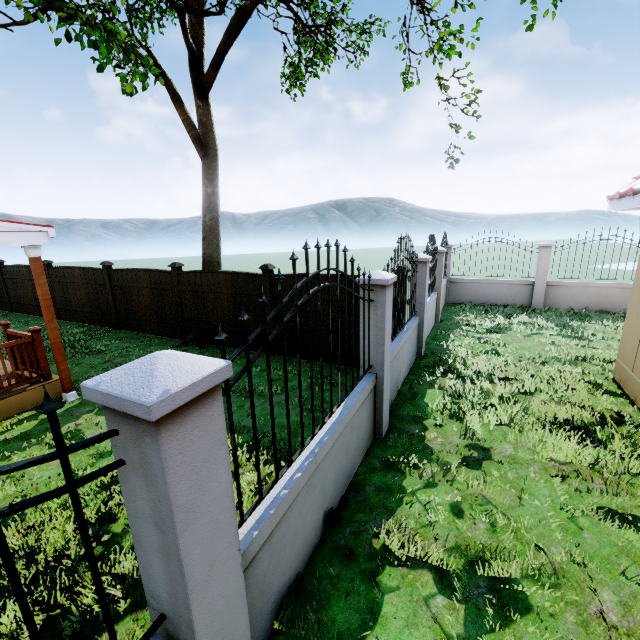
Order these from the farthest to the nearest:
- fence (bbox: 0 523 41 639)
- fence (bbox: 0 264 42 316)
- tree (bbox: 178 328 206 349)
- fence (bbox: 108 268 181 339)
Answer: fence (bbox: 0 264 42 316)
fence (bbox: 108 268 181 339)
tree (bbox: 178 328 206 349)
fence (bbox: 0 523 41 639)

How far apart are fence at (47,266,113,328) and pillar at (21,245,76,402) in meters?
5.2

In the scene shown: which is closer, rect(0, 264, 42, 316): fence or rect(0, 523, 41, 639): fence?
rect(0, 523, 41, 639): fence

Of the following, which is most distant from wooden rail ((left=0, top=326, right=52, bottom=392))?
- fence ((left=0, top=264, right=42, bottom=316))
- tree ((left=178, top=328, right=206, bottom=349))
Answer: fence ((left=0, top=264, right=42, bottom=316))

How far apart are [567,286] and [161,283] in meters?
13.6

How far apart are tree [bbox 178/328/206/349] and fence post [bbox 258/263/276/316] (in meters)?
1.89

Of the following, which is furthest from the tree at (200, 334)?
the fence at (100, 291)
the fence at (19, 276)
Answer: the fence at (19, 276)

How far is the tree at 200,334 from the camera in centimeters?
859cm
